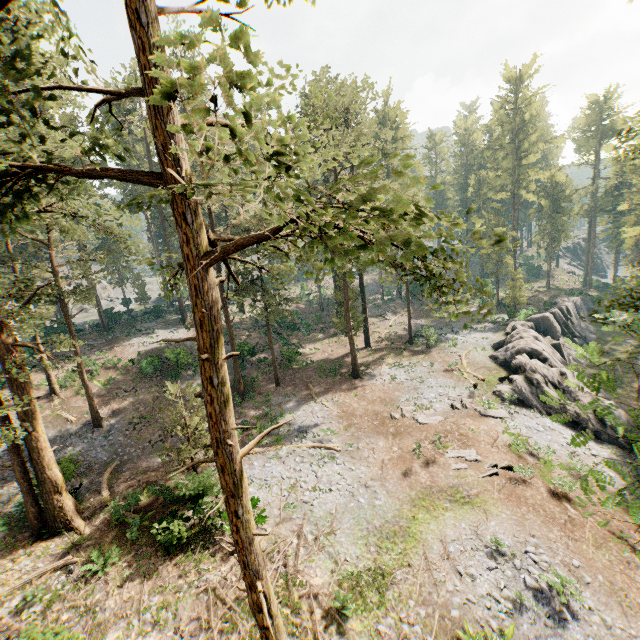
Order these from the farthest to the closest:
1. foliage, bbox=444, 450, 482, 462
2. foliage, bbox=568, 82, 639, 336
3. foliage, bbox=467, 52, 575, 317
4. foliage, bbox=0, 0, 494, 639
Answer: foliage, bbox=467, 52, 575, 317 → foliage, bbox=444, 450, 482, 462 → foliage, bbox=568, 82, 639, 336 → foliage, bbox=0, 0, 494, 639

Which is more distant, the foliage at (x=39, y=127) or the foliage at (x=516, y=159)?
the foliage at (x=516, y=159)

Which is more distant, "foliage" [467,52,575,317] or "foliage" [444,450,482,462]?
"foliage" [467,52,575,317]

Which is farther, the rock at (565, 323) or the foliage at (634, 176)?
the rock at (565, 323)

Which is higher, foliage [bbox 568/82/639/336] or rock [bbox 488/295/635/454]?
foliage [bbox 568/82/639/336]

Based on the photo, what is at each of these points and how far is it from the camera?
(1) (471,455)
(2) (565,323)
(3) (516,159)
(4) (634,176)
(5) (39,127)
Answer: (1) foliage, 19.34m
(2) rock, 42.38m
(3) foliage, 51.66m
(4) foliage, 52.22m
(5) foliage, 17.03m

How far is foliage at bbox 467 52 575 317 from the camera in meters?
43.6 m
